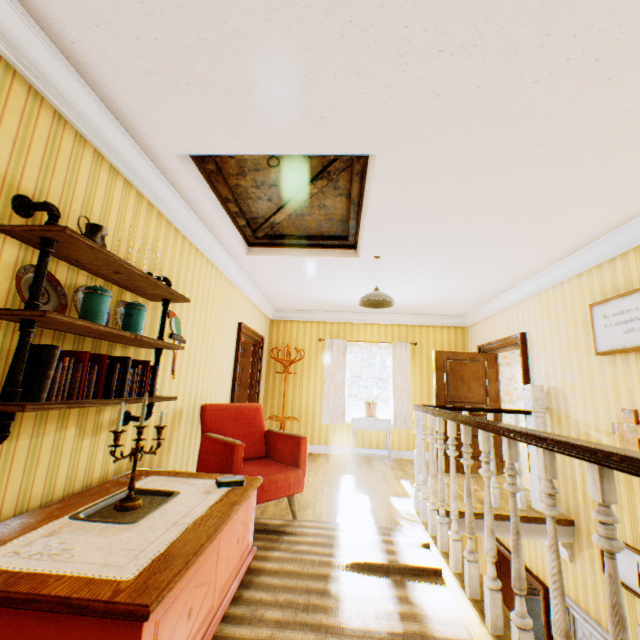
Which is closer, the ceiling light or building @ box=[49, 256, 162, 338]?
building @ box=[49, 256, 162, 338]

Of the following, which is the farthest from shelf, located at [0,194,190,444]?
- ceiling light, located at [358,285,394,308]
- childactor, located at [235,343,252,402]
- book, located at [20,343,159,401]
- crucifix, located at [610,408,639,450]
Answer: crucifix, located at [610,408,639,450]

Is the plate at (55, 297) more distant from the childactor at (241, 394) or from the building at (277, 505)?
the childactor at (241, 394)

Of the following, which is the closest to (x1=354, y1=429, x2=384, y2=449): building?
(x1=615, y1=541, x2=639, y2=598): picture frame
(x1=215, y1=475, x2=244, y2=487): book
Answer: (x1=615, y1=541, x2=639, y2=598): picture frame

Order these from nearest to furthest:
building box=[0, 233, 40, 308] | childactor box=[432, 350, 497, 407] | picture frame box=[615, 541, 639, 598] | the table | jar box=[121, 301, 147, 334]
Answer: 1. the table
2. building box=[0, 233, 40, 308]
3. jar box=[121, 301, 147, 334]
4. picture frame box=[615, 541, 639, 598]
5. childactor box=[432, 350, 497, 407]

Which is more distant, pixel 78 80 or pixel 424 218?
pixel 424 218

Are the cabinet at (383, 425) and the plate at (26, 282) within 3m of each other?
no

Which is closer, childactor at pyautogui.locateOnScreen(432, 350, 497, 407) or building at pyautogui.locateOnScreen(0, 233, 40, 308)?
building at pyautogui.locateOnScreen(0, 233, 40, 308)
